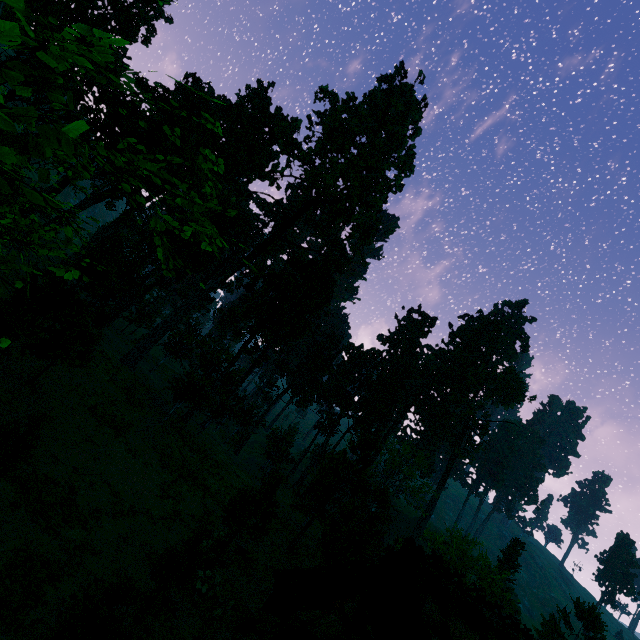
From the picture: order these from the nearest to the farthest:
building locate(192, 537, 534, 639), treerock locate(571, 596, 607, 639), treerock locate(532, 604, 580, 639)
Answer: building locate(192, 537, 534, 639) → treerock locate(571, 596, 607, 639) → treerock locate(532, 604, 580, 639)

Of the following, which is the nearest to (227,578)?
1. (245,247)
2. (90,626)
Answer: (90,626)

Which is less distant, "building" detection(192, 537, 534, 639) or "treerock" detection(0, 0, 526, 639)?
"building" detection(192, 537, 534, 639)

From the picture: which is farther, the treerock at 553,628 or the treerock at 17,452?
the treerock at 553,628

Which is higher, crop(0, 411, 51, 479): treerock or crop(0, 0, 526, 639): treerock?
crop(0, 0, 526, 639): treerock

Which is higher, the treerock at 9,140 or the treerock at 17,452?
the treerock at 9,140
